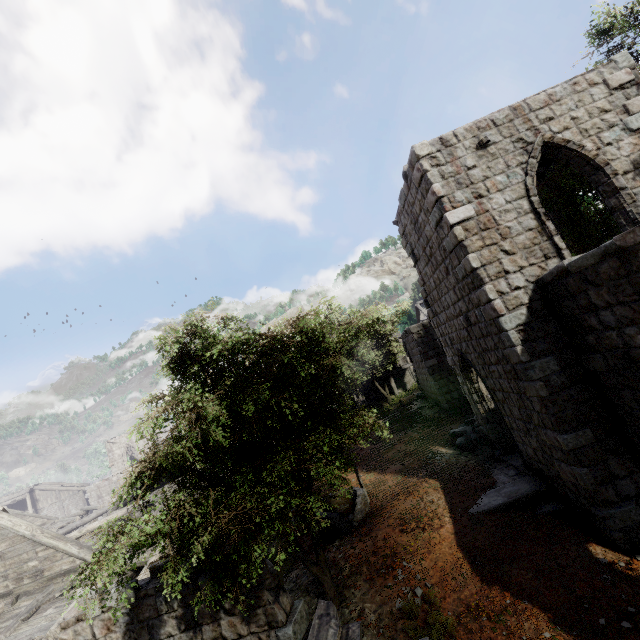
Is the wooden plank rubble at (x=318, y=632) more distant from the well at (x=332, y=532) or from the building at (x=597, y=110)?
the well at (x=332, y=532)

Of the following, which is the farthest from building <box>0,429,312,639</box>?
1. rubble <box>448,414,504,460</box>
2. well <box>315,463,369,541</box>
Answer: well <box>315,463,369,541</box>

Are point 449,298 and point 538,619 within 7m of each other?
no

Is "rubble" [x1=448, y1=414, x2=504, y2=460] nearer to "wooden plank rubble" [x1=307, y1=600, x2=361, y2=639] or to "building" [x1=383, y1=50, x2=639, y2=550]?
"building" [x1=383, y1=50, x2=639, y2=550]

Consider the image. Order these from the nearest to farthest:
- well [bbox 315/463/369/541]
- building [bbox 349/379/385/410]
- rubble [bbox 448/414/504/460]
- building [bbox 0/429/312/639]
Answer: building [bbox 0/429/312/639] → well [bbox 315/463/369/541] → rubble [bbox 448/414/504/460] → building [bbox 349/379/385/410]

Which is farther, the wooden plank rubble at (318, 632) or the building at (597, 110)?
the building at (597, 110)

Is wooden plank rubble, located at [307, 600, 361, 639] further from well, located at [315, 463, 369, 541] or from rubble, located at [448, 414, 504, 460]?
rubble, located at [448, 414, 504, 460]

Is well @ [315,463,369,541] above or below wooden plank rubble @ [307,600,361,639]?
below
